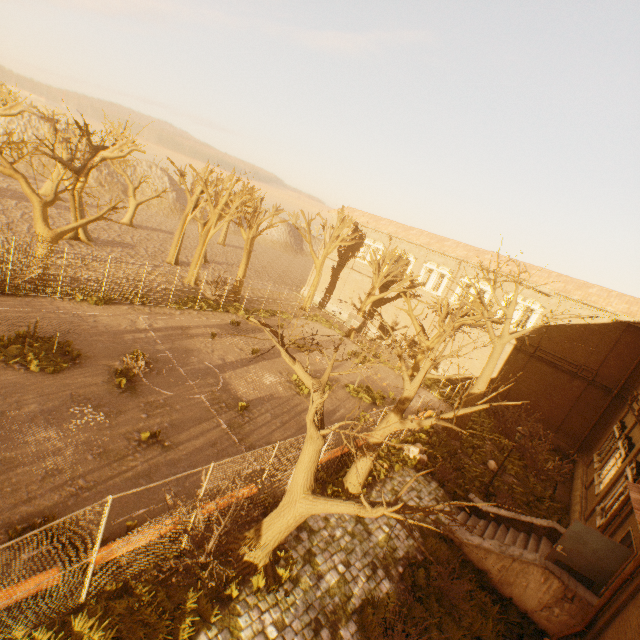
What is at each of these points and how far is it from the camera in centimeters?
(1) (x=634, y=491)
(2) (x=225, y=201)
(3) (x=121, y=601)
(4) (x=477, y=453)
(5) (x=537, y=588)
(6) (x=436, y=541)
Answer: (1) awning, 1016cm
(2) tree, 2700cm
(3) instancedfoliageactor, 657cm
(4) instancedfoliageactor, 1898cm
(5) stairs, 977cm
(6) instancedfoliageactor, 1150cm

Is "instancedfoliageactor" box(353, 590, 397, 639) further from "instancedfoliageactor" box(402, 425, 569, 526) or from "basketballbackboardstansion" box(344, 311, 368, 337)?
"basketballbackboardstansion" box(344, 311, 368, 337)

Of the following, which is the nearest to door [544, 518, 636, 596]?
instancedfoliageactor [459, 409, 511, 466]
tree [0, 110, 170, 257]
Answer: tree [0, 110, 170, 257]

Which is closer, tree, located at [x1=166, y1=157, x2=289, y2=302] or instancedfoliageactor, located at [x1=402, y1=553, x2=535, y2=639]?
instancedfoliageactor, located at [x1=402, y1=553, x2=535, y2=639]

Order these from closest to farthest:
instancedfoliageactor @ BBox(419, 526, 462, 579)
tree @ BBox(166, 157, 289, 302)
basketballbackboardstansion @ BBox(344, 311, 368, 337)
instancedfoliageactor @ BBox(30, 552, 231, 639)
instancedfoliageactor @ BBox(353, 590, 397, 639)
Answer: instancedfoliageactor @ BBox(30, 552, 231, 639)
instancedfoliageactor @ BBox(353, 590, 397, 639)
instancedfoliageactor @ BBox(419, 526, 462, 579)
basketballbackboardstansion @ BBox(344, 311, 368, 337)
tree @ BBox(166, 157, 289, 302)

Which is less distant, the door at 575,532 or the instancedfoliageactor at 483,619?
the instancedfoliageactor at 483,619

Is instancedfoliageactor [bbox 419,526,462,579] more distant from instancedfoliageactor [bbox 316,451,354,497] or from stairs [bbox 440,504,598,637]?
instancedfoliageactor [bbox 316,451,354,497]

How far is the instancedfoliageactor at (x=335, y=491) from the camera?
11.7 meters
